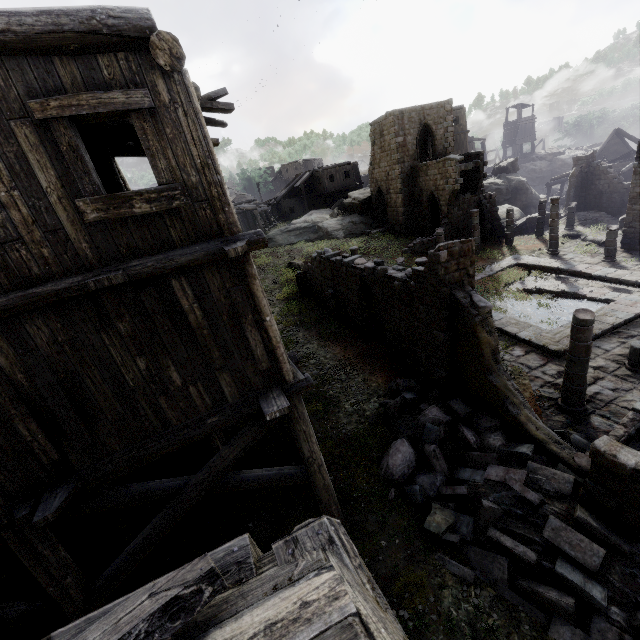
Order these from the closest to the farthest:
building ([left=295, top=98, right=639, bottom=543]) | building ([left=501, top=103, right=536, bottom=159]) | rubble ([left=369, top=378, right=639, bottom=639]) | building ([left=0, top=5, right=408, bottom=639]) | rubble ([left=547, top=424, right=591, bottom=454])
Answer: building ([left=0, top=5, right=408, bottom=639]), rubble ([left=369, top=378, right=639, bottom=639]), rubble ([left=547, top=424, right=591, bottom=454]), building ([left=295, top=98, right=639, bottom=543]), building ([left=501, top=103, right=536, bottom=159])

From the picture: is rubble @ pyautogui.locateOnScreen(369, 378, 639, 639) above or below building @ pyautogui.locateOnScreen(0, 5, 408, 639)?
below

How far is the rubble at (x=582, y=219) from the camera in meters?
28.1

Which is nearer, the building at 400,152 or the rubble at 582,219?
the building at 400,152

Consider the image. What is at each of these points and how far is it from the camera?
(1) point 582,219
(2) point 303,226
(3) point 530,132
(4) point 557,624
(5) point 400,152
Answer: (1) rubble, 28.8m
(2) rock, 34.6m
(3) building, 55.1m
(4) rubble, 5.6m
(5) building, 28.1m

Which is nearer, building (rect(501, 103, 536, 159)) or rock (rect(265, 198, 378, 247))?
rock (rect(265, 198, 378, 247))

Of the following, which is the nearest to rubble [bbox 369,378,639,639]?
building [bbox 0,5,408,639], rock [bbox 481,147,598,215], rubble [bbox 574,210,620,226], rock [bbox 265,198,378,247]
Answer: building [bbox 0,5,408,639]

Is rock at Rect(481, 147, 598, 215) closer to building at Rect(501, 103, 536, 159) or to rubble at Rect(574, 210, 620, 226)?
building at Rect(501, 103, 536, 159)
